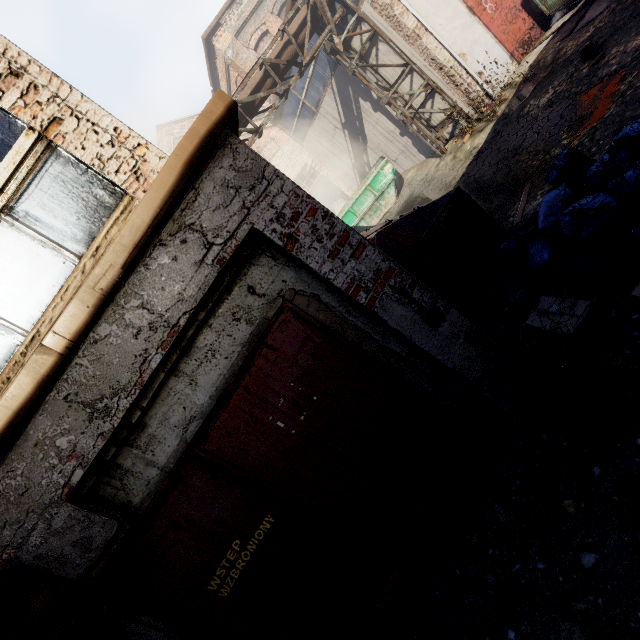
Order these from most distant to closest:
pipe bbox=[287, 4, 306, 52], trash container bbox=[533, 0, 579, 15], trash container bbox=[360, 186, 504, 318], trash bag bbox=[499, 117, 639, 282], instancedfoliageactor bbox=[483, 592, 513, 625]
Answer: pipe bbox=[287, 4, 306, 52], trash container bbox=[533, 0, 579, 15], trash container bbox=[360, 186, 504, 318], trash bag bbox=[499, 117, 639, 282], instancedfoliageactor bbox=[483, 592, 513, 625]

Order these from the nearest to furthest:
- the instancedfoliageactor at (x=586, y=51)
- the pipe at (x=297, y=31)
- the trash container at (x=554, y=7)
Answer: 1. the instancedfoliageactor at (x=586, y=51)
2. the trash container at (x=554, y=7)
3. the pipe at (x=297, y=31)

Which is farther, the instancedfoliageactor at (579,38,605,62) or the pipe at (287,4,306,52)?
the pipe at (287,4,306,52)

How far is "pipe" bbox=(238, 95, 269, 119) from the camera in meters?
8.9 m

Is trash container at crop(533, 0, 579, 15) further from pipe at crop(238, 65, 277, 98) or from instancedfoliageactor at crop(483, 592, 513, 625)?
instancedfoliageactor at crop(483, 592, 513, 625)

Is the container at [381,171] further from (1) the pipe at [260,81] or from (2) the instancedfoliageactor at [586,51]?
(2) the instancedfoliageactor at [586,51]

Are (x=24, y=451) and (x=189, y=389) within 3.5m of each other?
yes

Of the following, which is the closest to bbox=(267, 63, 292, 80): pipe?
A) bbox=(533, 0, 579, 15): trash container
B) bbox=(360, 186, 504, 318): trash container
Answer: bbox=(360, 186, 504, 318): trash container
